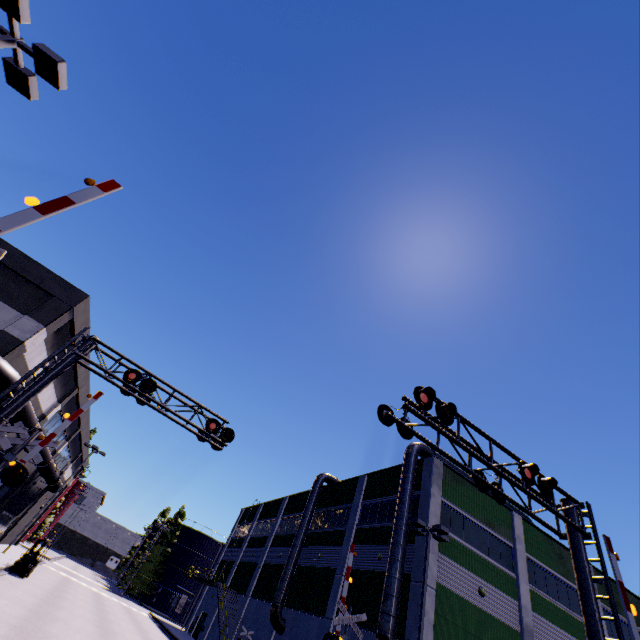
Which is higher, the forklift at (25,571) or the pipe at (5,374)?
the pipe at (5,374)

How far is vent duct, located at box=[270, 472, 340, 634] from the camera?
25.40m

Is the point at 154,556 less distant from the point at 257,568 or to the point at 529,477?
the point at 257,568

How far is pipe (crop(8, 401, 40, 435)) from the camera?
15.3 meters

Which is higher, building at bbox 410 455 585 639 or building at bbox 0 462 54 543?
building at bbox 410 455 585 639

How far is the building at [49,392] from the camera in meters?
20.3 m

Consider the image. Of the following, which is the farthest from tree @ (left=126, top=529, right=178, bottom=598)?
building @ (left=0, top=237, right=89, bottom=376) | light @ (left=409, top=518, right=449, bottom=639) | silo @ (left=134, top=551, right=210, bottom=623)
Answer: light @ (left=409, top=518, right=449, bottom=639)

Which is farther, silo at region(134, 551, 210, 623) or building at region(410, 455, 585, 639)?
silo at region(134, 551, 210, 623)
